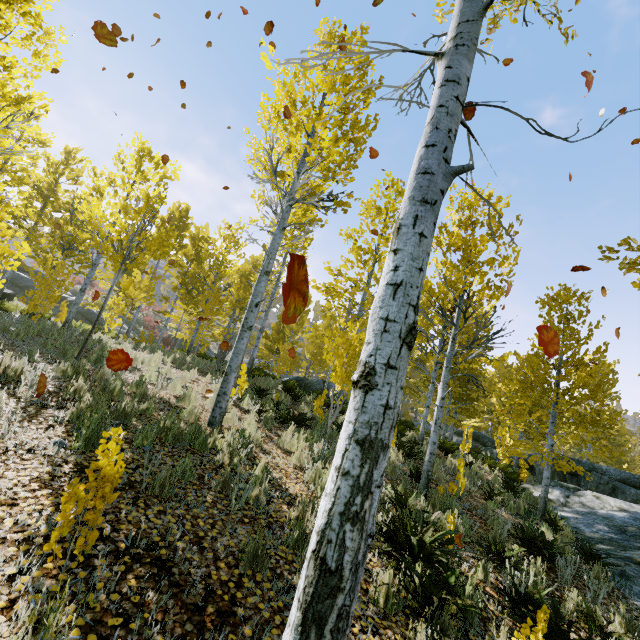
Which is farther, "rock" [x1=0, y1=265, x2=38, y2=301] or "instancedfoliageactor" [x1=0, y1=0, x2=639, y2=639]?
"rock" [x1=0, y1=265, x2=38, y2=301]

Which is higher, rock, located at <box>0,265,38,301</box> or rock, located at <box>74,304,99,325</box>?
rock, located at <box>0,265,38,301</box>

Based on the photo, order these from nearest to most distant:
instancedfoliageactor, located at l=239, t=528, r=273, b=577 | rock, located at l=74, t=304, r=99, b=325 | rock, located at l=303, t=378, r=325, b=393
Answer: instancedfoliageactor, located at l=239, t=528, r=273, b=577
rock, located at l=303, t=378, r=325, b=393
rock, located at l=74, t=304, r=99, b=325

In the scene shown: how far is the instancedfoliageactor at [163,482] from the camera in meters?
3.3

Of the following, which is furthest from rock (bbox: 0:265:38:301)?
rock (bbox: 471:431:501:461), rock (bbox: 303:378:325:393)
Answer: rock (bbox: 471:431:501:461)

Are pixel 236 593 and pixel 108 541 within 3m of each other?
yes

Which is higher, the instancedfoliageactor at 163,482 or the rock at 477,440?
the rock at 477,440

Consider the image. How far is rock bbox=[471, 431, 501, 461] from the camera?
20.62m
